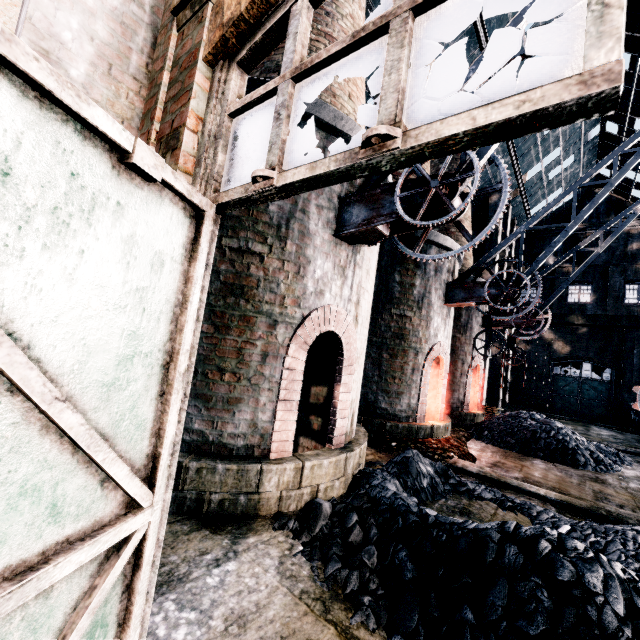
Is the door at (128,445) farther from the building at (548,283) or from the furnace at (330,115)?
the furnace at (330,115)

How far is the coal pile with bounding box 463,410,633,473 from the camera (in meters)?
11.48

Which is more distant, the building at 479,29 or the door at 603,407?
the door at 603,407

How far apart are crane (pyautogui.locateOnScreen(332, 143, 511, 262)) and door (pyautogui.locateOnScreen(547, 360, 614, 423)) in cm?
3071

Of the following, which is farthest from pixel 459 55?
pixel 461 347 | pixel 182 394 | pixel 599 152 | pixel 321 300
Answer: pixel 599 152

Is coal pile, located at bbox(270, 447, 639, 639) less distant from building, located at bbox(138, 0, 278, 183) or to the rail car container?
building, located at bbox(138, 0, 278, 183)

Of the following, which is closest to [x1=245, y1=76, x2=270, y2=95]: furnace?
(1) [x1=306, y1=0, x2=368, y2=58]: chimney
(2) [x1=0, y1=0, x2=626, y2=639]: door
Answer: (1) [x1=306, y1=0, x2=368, y2=58]: chimney

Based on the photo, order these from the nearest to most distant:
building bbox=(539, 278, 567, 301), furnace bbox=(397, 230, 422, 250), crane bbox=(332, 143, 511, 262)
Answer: crane bbox=(332, 143, 511, 262) < furnace bbox=(397, 230, 422, 250) < building bbox=(539, 278, 567, 301)
